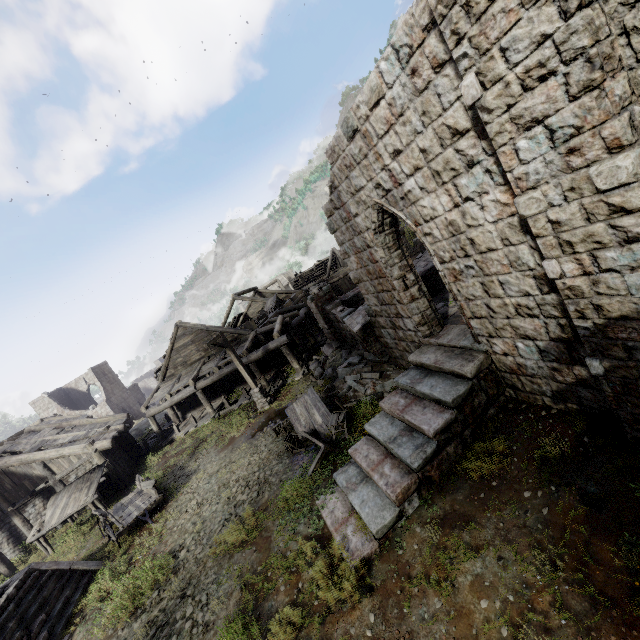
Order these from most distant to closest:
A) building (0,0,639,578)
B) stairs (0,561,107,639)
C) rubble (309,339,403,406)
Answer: rubble (309,339,403,406) → stairs (0,561,107,639) → building (0,0,639,578)

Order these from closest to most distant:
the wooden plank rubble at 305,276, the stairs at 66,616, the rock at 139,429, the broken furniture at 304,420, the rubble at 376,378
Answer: the stairs at 66,616, the broken furniture at 304,420, the rubble at 376,378, the rock at 139,429, the wooden plank rubble at 305,276

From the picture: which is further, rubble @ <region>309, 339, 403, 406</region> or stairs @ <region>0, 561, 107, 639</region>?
rubble @ <region>309, 339, 403, 406</region>

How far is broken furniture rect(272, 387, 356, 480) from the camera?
10.07m

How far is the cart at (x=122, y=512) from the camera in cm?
1234

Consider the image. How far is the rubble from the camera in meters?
12.0

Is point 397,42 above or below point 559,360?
above

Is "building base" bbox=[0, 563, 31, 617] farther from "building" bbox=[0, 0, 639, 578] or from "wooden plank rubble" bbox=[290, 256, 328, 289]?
"wooden plank rubble" bbox=[290, 256, 328, 289]
